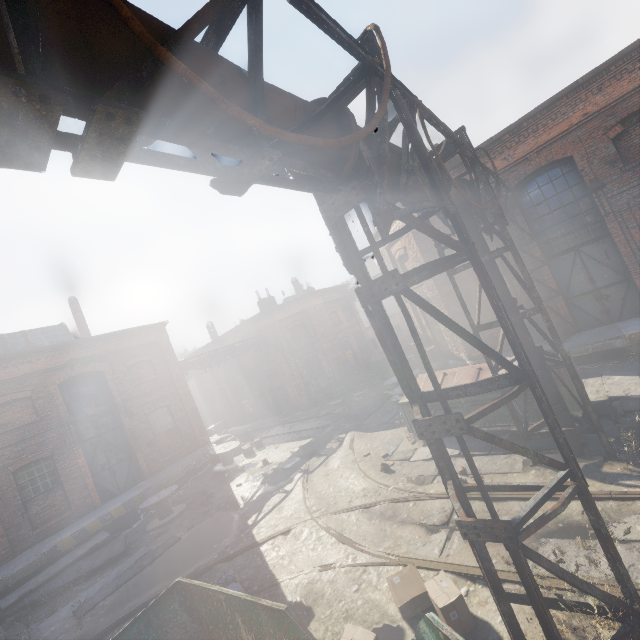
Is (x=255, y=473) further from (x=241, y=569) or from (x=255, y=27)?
(x=255, y=27)

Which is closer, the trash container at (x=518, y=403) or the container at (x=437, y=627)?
the container at (x=437, y=627)

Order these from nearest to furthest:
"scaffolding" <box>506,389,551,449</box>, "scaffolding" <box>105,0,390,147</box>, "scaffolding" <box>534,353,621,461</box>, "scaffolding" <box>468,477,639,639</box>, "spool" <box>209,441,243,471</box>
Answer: "scaffolding" <box>105,0,390,147</box>
"scaffolding" <box>468,477,639,639</box>
"scaffolding" <box>534,353,621,461</box>
"scaffolding" <box>506,389,551,449</box>
"spool" <box>209,441,243,471</box>

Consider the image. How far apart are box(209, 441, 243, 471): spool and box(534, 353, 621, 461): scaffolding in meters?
13.3 m

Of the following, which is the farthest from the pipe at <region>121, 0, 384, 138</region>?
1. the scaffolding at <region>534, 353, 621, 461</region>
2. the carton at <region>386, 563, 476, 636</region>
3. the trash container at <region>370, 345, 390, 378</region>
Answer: the trash container at <region>370, 345, 390, 378</region>

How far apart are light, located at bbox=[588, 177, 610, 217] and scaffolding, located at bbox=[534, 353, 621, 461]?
6.3 meters

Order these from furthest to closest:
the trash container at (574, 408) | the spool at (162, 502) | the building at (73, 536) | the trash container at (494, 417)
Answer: the spool at (162, 502) → the building at (73, 536) → the trash container at (494, 417) → the trash container at (574, 408)

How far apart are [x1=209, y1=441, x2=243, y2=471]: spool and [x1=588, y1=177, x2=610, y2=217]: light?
17.50m
